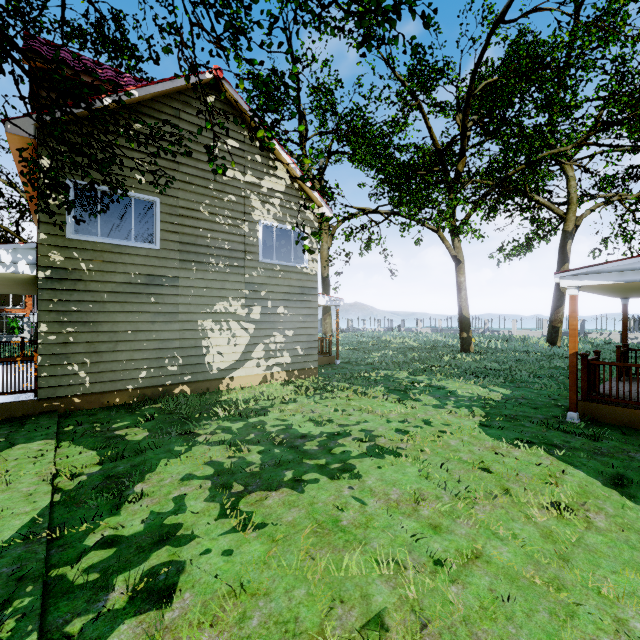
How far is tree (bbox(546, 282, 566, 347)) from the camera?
23.1 meters

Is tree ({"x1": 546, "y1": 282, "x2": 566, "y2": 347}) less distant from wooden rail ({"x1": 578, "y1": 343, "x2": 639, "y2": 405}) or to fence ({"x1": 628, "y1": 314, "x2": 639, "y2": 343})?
fence ({"x1": 628, "y1": 314, "x2": 639, "y2": 343})

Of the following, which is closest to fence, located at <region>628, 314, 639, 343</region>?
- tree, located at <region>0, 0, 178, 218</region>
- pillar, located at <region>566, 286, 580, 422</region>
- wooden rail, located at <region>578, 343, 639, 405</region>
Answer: tree, located at <region>0, 0, 178, 218</region>

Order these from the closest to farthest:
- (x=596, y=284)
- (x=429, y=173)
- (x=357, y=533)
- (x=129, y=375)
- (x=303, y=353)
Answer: (x=357, y=533) → (x=596, y=284) → (x=129, y=375) → (x=303, y=353) → (x=429, y=173)

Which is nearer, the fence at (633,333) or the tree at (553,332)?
the tree at (553,332)

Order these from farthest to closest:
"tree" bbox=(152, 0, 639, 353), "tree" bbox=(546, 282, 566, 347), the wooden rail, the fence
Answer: the fence → "tree" bbox=(546, 282, 566, 347) → the wooden rail → "tree" bbox=(152, 0, 639, 353)

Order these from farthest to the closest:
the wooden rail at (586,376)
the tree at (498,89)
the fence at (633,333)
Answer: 1. the fence at (633,333)
2. the wooden rail at (586,376)
3. the tree at (498,89)
